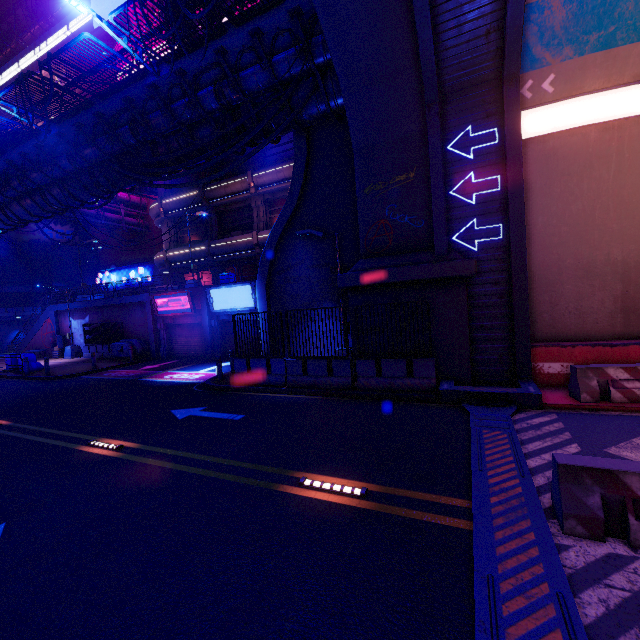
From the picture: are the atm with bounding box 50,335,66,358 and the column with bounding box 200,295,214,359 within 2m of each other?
no

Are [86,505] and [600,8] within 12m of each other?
no

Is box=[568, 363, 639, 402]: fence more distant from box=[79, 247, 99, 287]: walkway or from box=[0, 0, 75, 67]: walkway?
box=[0, 0, 75, 67]: walkway

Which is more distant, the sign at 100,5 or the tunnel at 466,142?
the sign at 100,5

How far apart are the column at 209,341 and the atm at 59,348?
Result: 15.8m

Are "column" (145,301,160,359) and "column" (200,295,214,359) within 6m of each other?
yes

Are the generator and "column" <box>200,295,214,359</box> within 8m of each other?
yes

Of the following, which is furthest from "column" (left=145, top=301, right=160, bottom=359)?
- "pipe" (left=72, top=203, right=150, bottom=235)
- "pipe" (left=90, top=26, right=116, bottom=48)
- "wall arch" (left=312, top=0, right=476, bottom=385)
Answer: "pipe" (left=90, top=26, right=116, bottom=48)
